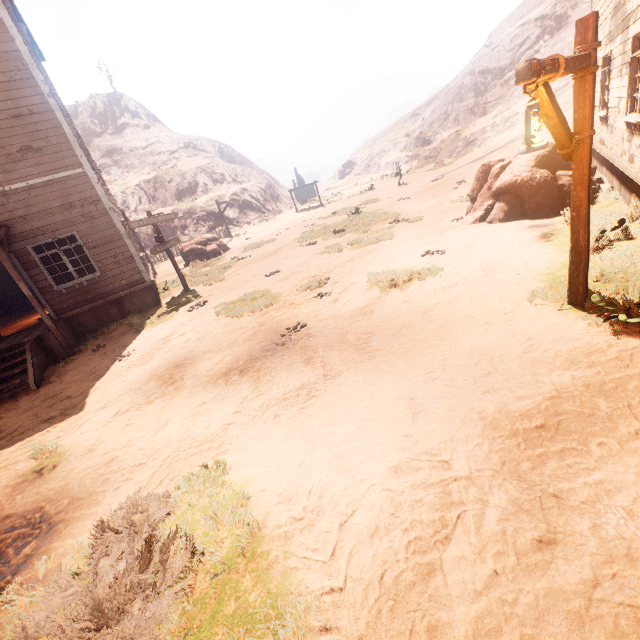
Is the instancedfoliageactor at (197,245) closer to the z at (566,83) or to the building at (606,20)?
the z at (566,83)

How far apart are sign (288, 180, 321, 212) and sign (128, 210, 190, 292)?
19.2 meters

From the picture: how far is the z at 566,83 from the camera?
18.57m

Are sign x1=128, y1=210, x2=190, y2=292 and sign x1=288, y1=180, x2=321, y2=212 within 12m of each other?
no

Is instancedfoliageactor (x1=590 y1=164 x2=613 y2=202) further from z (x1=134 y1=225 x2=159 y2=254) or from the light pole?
the light pole

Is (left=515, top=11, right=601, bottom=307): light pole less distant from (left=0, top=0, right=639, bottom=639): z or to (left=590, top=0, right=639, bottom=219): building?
(left=0, top=0, right=639, bottom=639): z

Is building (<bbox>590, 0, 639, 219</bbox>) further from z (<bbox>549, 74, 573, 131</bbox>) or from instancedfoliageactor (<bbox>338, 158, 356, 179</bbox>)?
instancedfoliageactor (<bbox>338, 158, 356, 179</bbox>)

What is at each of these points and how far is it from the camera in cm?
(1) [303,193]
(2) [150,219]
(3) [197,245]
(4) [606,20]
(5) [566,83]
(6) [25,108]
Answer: (1) sign, 2994
(2) sign, 1152
(3) instancedfoliageactor, 1967
(4) building, 881
(5) z, 2400
(6) building, 943
